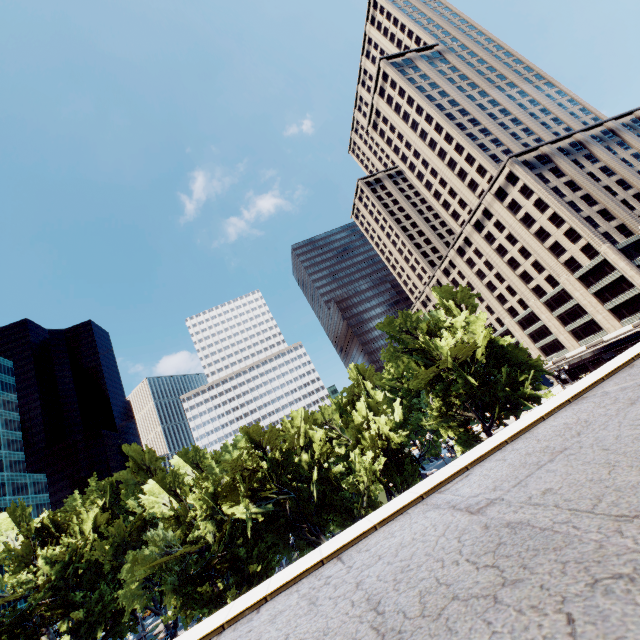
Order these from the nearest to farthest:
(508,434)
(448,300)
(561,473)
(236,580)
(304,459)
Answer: (561,473), (508,434), (236,580), (304,459), (448,300)

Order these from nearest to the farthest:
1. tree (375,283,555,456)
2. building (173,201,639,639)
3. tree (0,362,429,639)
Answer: building (173,201,639,639) < tree (0,362,429,639) < tree (375,283,555,456)

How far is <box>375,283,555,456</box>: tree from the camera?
34.2 meters

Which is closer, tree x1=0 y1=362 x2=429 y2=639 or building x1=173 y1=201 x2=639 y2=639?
building x1=173 y1=201 x2=639 y2=639

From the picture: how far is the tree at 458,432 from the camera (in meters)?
34.19

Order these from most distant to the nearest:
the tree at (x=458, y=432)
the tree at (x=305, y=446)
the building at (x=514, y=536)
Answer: the tree at (x=458, y=432), the tree at (x=305, y=446), the building at (x=514, y=536)

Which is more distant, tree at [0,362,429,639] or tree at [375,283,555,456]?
tree at [375,283,555,456]
